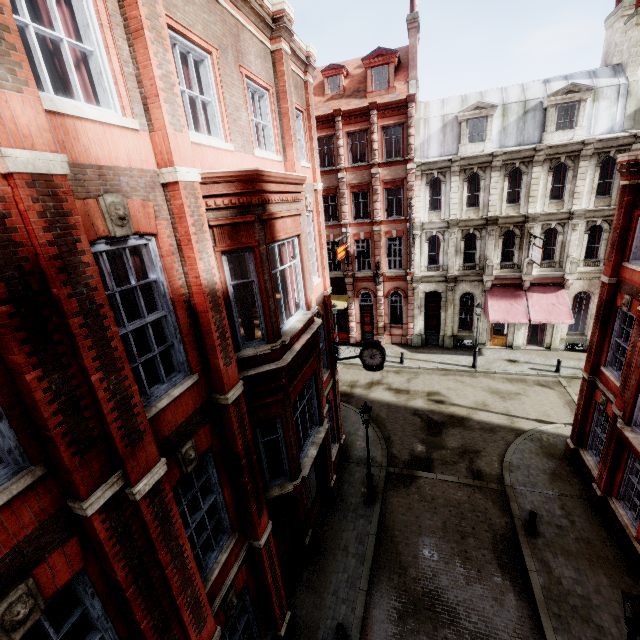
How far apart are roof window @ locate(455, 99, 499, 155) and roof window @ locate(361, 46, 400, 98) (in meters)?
Result: 4.67

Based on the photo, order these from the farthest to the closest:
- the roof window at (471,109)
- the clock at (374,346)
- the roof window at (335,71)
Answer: the roof window at (335,71), the roof window at (471,109), the clock at (374,346)

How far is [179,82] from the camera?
8.1m

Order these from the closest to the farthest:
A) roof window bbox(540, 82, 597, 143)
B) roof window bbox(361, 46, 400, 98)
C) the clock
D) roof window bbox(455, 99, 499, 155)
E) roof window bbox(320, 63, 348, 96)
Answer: the clock < roof window bbox(540, 82, 597, 143) < roof window bbox(455, 99, 499, 155) < roof window bbox(361, 46, 400, 98) < roof window bbox(320, 63, 348, 96)

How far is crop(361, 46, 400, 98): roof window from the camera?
22.2m

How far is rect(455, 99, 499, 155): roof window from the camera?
21.0 meters

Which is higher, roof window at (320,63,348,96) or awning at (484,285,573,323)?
roof window at (320,63,348,96)

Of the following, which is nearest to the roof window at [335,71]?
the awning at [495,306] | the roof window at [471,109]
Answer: the roof window at [471,109]
